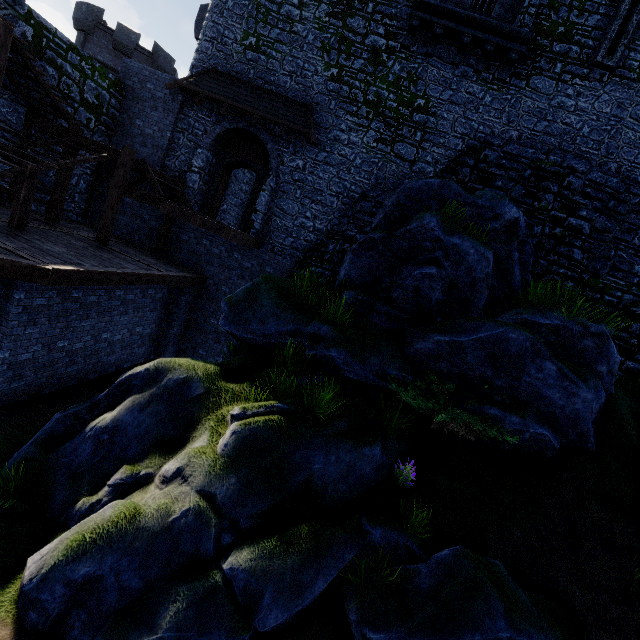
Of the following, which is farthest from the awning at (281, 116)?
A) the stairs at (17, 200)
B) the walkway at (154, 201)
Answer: the walkway at (154, 201)

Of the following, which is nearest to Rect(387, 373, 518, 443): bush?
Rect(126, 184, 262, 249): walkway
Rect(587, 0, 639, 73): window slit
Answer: Rect(126, 184, 262, 249): walkway

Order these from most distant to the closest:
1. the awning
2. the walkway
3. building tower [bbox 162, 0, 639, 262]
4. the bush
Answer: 1. the awning
2. building tower [bbox 162, 0, 639, 262]
3. the walkway
4. the bush

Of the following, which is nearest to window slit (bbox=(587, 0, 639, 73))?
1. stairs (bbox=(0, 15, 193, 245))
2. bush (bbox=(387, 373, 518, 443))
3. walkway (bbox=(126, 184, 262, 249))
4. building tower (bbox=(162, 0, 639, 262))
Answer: building tower (bbox=(162, 0, 639, 262))

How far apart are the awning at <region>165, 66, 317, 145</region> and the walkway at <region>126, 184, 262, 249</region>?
3.6m

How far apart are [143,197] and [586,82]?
15.8 meters

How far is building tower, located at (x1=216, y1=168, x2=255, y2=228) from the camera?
16.5 meters

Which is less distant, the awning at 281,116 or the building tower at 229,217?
the awning at 281,116
